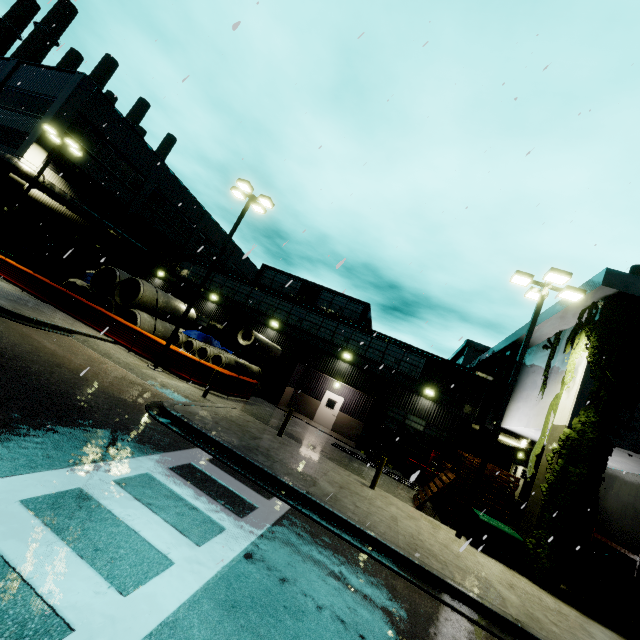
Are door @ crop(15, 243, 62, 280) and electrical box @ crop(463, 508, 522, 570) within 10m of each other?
no

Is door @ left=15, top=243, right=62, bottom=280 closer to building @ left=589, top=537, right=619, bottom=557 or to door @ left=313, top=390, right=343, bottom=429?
building @ left=589, top=537, right=619, bottom=557

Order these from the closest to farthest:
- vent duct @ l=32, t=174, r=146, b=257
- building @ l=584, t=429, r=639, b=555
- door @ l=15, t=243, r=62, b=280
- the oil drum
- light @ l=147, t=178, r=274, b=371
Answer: building @ l=584, t=429, r=639, b=555
light @ l=147, t=178, r=274, b=371
the oil drum
vent duct @ l=32, t=174, r=146, b=257
door @ l=15, t=243, r=62, b=280

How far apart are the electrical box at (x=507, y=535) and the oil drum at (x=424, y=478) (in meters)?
6.30

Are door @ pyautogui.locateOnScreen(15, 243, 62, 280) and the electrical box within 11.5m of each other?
no

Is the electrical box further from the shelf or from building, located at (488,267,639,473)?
the shelf

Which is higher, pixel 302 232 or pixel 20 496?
pixel 302 232

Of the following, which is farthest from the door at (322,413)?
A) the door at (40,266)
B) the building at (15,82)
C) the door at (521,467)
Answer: the door at (40,266)
